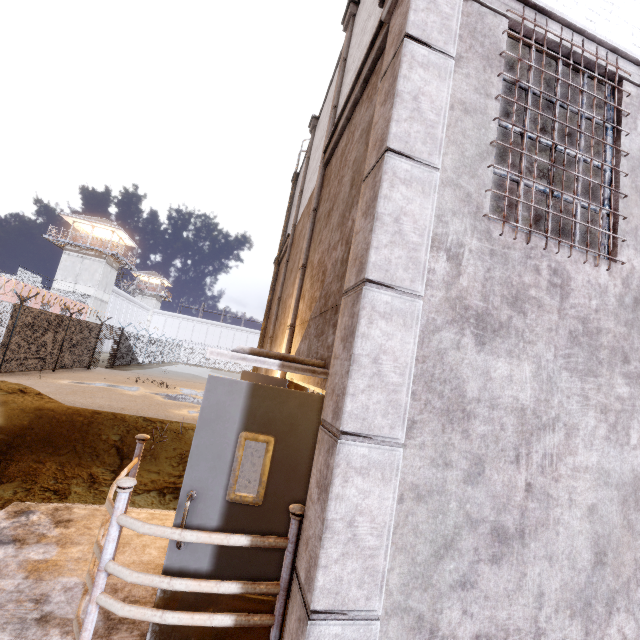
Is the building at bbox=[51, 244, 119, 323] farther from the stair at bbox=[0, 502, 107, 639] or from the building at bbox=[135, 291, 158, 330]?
the stair at bbox=[0, 502, 107, 639]

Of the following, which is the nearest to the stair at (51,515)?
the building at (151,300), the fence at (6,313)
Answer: the fence at (6,313)

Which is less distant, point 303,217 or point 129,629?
point 129,629

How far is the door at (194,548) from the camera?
2.4 meters

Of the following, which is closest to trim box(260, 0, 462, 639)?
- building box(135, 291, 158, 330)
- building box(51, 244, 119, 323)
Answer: building box(51, 244, 119, 323)

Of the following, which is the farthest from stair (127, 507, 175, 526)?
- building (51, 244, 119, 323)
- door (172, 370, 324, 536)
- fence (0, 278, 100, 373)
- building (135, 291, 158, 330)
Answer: building (135, 291, 158, 330)

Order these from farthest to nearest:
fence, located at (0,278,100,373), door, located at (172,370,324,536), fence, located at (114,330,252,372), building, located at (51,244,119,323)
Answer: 1. building, located at (51,244,119,323)
2. fence, located at (114,330,252,372)
3. fence, located at (0,278,100,373)
4. door, located at (172,370,324,536)

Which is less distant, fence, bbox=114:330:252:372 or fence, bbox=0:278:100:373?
fence, bbox=0:278:100:373
